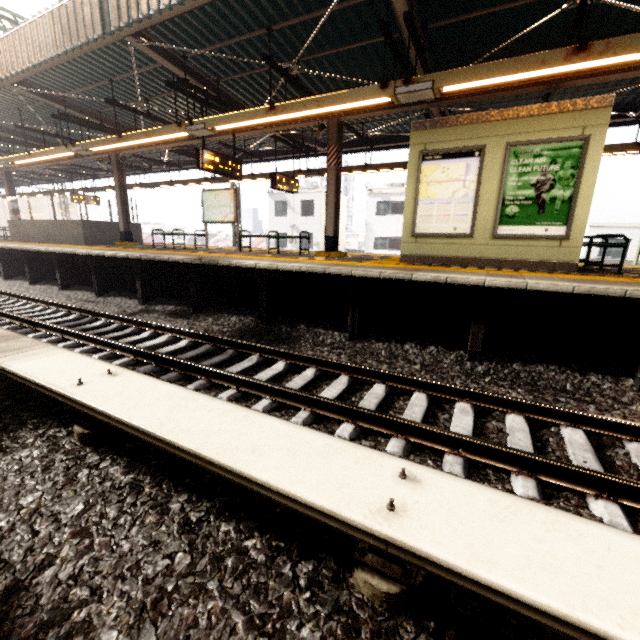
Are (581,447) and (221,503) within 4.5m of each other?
yes

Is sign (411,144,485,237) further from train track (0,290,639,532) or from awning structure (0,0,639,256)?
train track (0,290,639,532)

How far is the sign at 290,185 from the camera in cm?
1092

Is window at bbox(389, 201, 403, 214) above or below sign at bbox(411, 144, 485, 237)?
above

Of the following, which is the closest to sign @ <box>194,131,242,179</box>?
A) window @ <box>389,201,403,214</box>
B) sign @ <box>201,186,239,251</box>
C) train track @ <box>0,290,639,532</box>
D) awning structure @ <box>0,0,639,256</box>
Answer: awning structure @ <box>0,0,639,256</box>

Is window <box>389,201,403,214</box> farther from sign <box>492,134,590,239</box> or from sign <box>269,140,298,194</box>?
sign <box>492,134,590,239</box>

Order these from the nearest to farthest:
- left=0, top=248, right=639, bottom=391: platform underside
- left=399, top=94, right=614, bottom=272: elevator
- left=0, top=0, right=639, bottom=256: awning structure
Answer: left=0, top=248, right=639, bottom=391: platform underside, left=0, top=0, right=639, bottom=256: awning structure, left=399, top=94, right=614, bottom=272: elevator

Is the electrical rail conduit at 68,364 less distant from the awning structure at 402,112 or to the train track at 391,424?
the train track at 391,424
